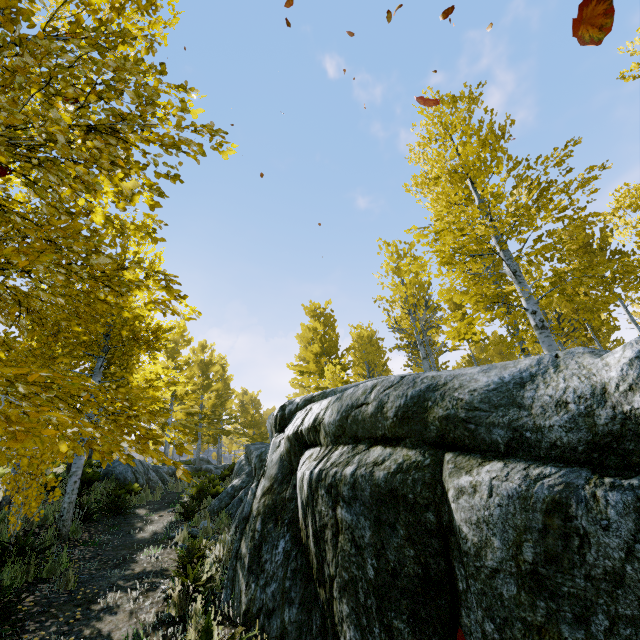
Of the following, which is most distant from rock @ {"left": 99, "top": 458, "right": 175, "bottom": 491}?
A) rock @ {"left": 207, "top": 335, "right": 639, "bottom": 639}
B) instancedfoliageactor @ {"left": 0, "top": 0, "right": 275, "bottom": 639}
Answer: rock @ {"left": 207, "top": 335, "right": 639, "bottom": 639}

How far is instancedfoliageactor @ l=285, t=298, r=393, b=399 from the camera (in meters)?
13.57

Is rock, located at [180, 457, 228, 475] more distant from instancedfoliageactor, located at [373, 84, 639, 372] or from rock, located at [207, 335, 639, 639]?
rock, located at [207, 335, 639, 639]

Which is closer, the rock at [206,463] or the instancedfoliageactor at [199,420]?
the instancedfoliageactor at [199,420]

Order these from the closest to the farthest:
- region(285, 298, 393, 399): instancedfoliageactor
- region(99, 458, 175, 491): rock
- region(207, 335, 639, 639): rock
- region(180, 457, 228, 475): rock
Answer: region(207, 335, 639, 639): rock → region(99, 458, 175, 491): rock → region(285, 298, 393, 399): instancedfoliageactor → region(180, 457, 228, 475): rock

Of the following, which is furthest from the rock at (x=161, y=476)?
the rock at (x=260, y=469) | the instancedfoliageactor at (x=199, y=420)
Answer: the rock at (x=260, y=469)

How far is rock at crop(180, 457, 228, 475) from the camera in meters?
18.9 m

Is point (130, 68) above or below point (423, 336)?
below
